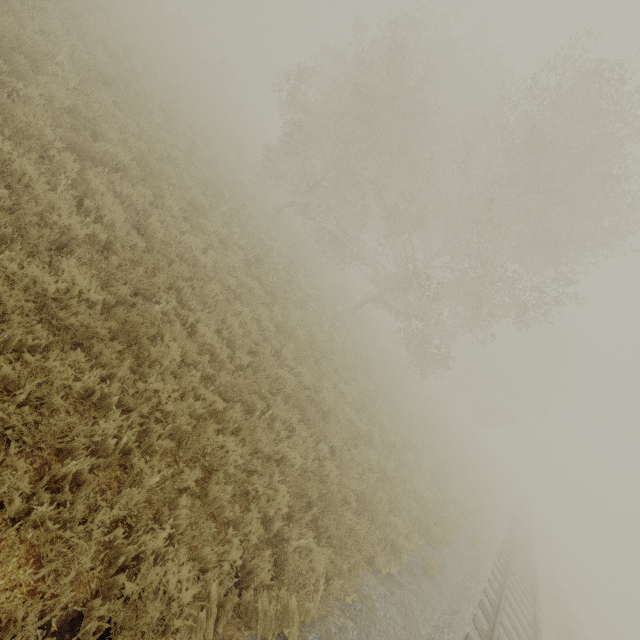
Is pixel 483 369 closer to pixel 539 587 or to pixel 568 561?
pixel 539 587
